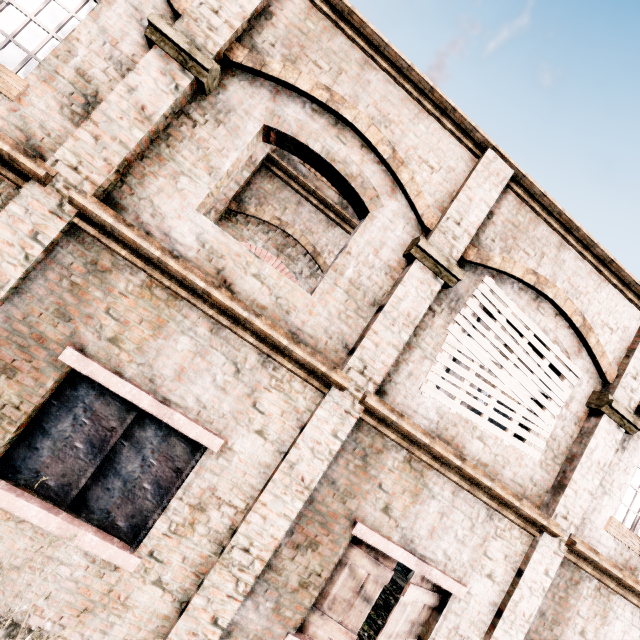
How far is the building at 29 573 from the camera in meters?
3.8 m

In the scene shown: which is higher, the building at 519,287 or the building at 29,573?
the building at 519,287

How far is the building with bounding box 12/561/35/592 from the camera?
3.8 meters

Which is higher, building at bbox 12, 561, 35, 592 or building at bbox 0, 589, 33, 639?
building at bbox 12, 561, 35, 592

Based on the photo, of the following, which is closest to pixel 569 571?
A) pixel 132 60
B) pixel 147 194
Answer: pixel 147 194
